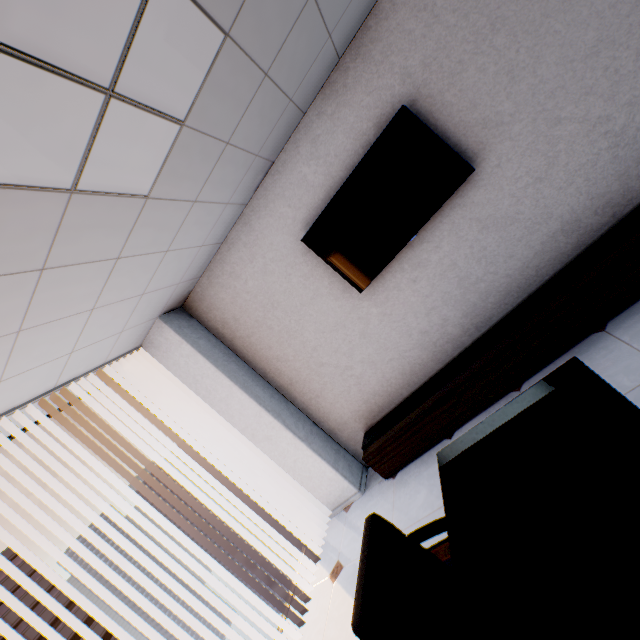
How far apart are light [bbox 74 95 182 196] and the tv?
1.46m

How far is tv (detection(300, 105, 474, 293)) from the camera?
2.71m

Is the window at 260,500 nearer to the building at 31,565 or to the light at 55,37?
the light at 55,37

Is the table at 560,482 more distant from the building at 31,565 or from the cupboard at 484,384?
the building at 31,565

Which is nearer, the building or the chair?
the chair

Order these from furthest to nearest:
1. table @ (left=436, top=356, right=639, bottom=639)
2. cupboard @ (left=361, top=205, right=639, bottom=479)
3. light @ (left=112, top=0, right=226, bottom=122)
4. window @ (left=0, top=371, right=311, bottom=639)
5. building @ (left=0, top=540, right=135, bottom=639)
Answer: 1. building @ (left=0, top=540, right=135, bottom=639)
2. window @ (left=0, top=371, right=311, bottom=639)
3. cupboard @ (left=361, top=205, right=639, bottom=479)
4. light @ (left=112, top=0, right=226, bottom=122)
5. table @ (left=436, top=356, right=639, bottom=639)

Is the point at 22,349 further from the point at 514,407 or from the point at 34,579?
the point at 34,579

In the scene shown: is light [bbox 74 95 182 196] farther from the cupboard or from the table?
the cupboard
